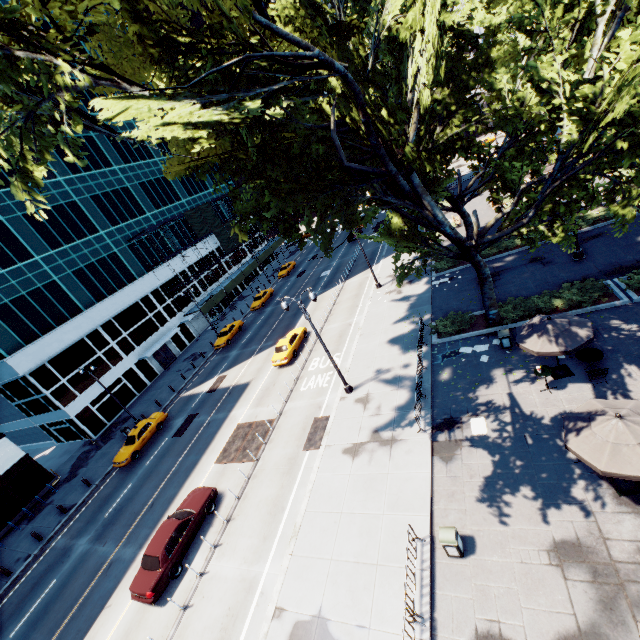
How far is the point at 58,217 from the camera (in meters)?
35.06

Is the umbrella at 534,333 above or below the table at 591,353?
above

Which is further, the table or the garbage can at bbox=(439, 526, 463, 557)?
the table

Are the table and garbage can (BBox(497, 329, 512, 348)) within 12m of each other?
yes

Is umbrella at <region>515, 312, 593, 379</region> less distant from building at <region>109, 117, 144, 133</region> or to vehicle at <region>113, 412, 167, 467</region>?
vehicle at <region>113, 412, 167, 467</region>

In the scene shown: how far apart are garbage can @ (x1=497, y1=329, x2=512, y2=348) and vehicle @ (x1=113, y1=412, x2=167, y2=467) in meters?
27.3 m

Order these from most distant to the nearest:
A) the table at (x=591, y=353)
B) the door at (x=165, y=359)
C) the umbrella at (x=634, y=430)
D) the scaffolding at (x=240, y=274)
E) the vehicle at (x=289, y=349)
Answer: the scaffolding at (x=240, y=274) → the door at (x=165, y=359) → the vehicle at (x=289, y=349) → the table at (x=591, y=353) → the umbrella at (x=634, y=430)

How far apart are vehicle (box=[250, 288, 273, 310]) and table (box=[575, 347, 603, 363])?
36.2 meters
